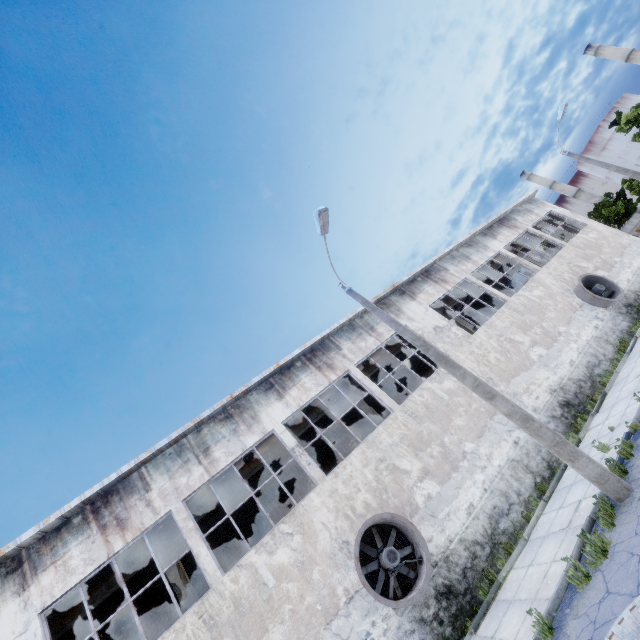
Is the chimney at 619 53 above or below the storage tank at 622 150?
above

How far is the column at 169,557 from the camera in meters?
11.7

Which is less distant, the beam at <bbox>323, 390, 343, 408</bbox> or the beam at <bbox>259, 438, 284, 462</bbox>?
the beam at <bbox>259, 438, 284, 462</bbox>

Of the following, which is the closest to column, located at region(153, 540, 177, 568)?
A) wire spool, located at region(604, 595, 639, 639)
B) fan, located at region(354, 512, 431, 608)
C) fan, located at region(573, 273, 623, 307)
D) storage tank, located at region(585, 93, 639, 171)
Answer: fan, located at region(354, 512, 431, 608)

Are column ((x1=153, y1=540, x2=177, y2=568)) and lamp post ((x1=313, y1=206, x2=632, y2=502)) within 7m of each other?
Result: no

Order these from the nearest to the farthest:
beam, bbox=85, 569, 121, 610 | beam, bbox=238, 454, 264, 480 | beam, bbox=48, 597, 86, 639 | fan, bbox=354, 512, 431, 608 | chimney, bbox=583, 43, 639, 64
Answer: fan, bbox=354, 512, 431, 608, beam, bbox=48, 597, 86, 639, beam, bbox=85, 569, 121, 610, beam, bbox=238, 454, 264, 480, chimney, bbox=583, 43, 639, 64

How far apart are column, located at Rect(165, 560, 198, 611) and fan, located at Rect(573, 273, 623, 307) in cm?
2225

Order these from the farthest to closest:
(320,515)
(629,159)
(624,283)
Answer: (629,159)
(624,283)
(320,515)
